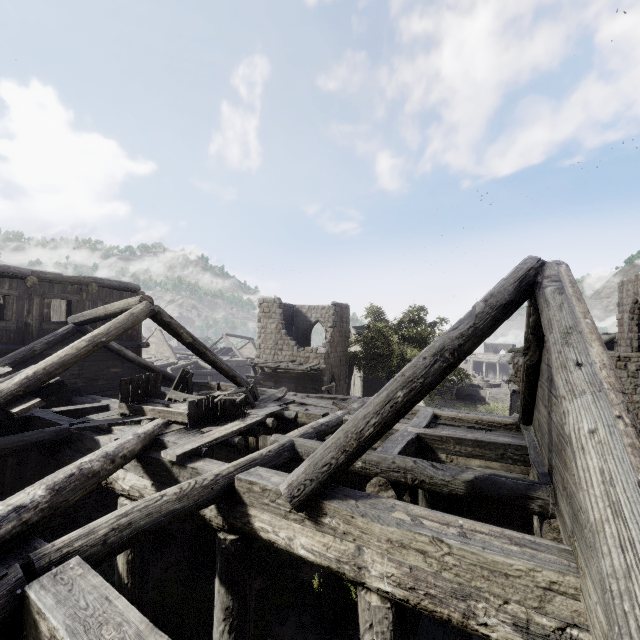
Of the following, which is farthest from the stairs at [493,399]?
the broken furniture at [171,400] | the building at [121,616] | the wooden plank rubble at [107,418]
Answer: the broken furniture at [171,400]

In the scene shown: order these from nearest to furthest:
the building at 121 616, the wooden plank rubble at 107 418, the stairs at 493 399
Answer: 1. the building at 121 616
2. the wooden plank rubble at 107 418
3. the stairs at 493 399

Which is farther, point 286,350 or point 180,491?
point 286,350

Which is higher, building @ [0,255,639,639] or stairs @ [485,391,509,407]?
building @ [0,255,639,639]

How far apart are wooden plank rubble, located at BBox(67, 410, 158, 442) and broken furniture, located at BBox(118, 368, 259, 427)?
0.0m

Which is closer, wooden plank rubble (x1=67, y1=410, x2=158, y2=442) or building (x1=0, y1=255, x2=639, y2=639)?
building (x1=0, y1=255, x2=639, y2=639)

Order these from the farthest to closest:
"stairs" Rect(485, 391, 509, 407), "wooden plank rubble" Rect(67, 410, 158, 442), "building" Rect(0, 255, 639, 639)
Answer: "stairs" Rect(485, 391, 509, 407), "wooden plank rubble" Rect(67, 410, 158, 442), "building" Rect(0, 255, 639, 639)

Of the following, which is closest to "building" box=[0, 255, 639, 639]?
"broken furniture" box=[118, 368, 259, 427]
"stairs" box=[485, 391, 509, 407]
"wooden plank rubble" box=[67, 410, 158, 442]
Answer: "wooden plank rubble" box=[67, 410, 158, 442]
